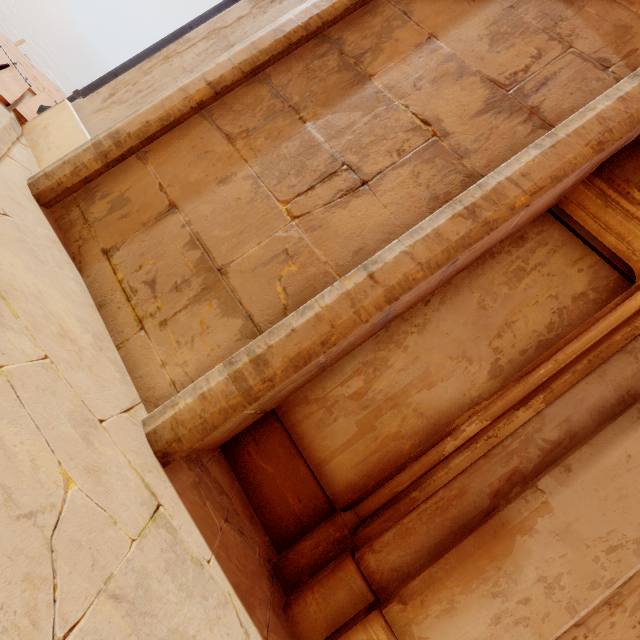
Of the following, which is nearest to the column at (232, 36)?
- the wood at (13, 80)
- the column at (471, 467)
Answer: the wood at (13, 80)

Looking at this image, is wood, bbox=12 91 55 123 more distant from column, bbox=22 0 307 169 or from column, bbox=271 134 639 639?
column, bbox=271 134 639 639

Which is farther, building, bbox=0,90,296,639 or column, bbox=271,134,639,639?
column, bbox=271,134,639,639

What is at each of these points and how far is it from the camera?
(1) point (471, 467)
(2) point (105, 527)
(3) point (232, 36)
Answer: (1) column, 2.3 meters
(2) building, 1.4 meters
(3) column, 3.4 meters

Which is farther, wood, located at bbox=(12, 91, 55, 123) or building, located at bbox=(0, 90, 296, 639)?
wood, located at bbox=(12, 91, 55, 123)

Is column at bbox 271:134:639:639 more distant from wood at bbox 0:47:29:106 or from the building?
wood at bbox 0:47:29:106

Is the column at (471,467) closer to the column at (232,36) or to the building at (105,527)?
the building at (105,527)

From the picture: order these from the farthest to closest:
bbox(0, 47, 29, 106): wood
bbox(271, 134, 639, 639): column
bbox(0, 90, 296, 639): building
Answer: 1. bbox(0, 47, 29, 106): wood
2. bbox(271, 134, 639, 639): column
3. bbox(0, 90, 296, 639): building
